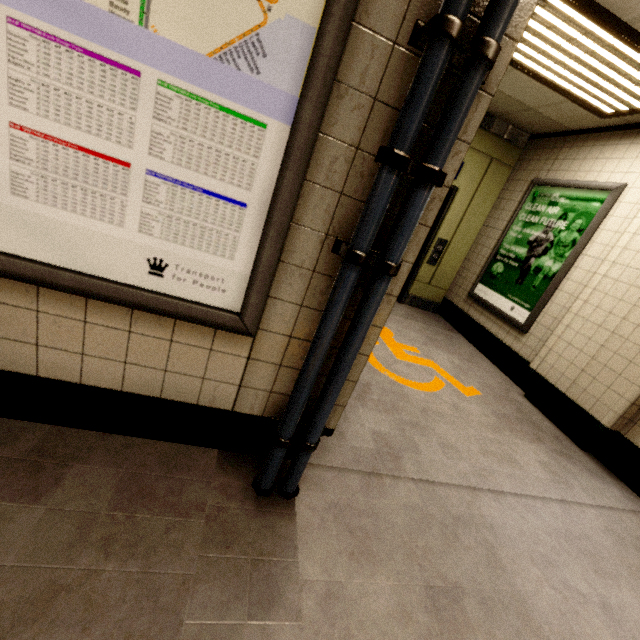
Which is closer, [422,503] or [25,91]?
[25,91]

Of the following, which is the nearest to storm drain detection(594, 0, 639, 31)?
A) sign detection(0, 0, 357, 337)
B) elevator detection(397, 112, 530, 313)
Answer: sign detection(0, 0, 357, 337)

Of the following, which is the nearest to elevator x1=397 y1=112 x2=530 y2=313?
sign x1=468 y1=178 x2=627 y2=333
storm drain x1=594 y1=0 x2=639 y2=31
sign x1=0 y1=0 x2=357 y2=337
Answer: sign x1=468 y1=178 x2=627 y2=333

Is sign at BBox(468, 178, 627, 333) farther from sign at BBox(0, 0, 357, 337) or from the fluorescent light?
sign at BBox(0, 0, 357, 337)

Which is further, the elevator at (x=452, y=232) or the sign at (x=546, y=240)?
the elevator at (x=452, y=232)

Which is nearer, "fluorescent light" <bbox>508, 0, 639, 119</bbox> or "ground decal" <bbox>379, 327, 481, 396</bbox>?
"fluorescent light" <bbox>508, 0, 639, 119</bbox>

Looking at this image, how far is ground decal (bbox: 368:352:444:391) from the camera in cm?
301

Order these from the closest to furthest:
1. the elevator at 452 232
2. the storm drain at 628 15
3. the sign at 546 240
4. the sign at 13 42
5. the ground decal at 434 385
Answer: the sign at 13 42, the storm drain at 628 15, the ground decal at 434 385, the sign at 546 240, the elevator at 452 232
